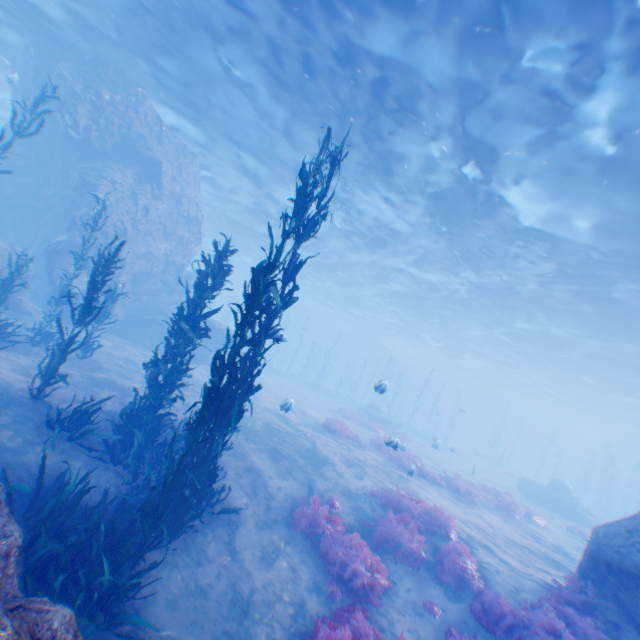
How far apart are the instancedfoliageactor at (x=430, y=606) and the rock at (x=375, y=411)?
21.96m

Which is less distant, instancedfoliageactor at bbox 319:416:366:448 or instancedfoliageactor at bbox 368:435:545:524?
instancedfoliageactor at bbox 368:435:545:524

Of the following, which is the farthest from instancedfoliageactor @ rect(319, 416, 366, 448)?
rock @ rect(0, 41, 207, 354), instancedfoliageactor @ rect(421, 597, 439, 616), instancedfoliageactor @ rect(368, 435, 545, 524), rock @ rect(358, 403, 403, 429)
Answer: rock @ rect(358, 403, 403, 429)

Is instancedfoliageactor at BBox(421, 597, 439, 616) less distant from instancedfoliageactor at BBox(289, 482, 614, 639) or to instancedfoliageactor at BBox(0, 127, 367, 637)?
instancedfoliageactor at BBox(289, 482, 614, 639)

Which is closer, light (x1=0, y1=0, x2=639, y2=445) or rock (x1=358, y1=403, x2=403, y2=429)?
light (x1=0, y1=0, x2=639, y2=445)

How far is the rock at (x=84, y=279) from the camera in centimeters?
1558cm

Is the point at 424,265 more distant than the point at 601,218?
Yes

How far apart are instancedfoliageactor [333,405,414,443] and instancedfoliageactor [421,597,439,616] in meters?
16.7 m
